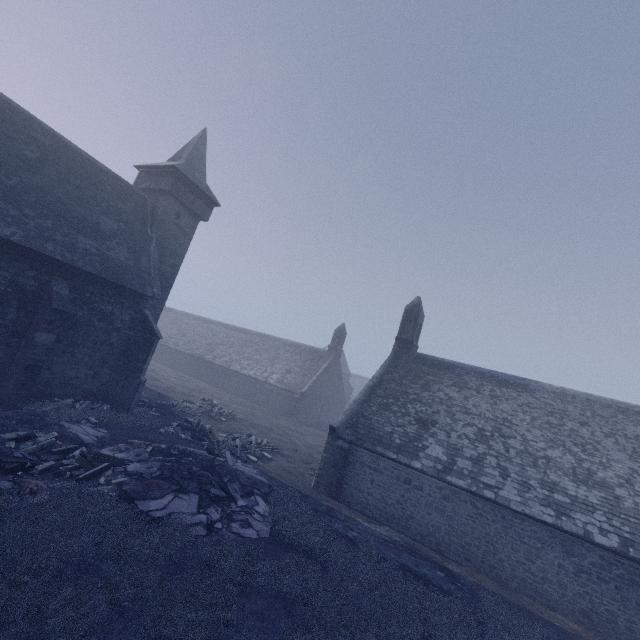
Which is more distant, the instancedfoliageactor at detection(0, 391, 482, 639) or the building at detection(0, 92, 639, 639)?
the building at detection(0, 92, 639, 639)

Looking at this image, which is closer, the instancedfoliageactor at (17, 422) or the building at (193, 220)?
the instancedfoliageactor at (17, 422)

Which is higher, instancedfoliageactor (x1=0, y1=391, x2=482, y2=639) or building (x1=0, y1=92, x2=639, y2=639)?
building (x1=0, y1=92, x2=639, y2=639)

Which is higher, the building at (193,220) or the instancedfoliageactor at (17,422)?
the building at (193,220)

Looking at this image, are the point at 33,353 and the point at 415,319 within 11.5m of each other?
no
